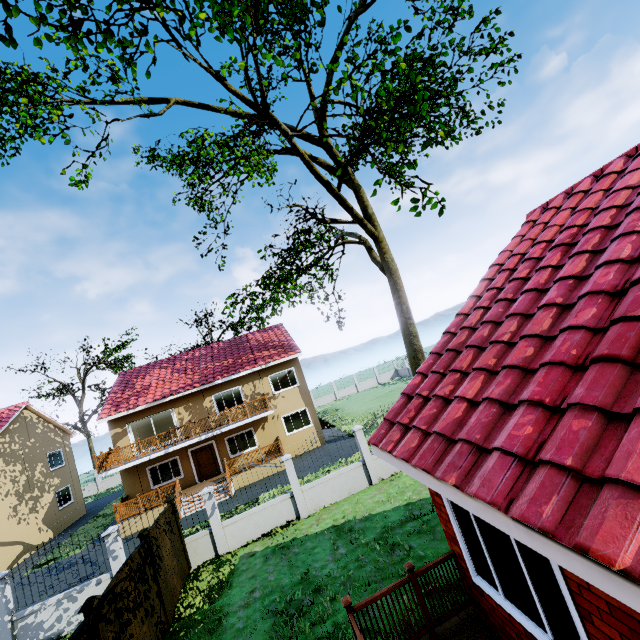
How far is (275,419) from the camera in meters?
22.6 m

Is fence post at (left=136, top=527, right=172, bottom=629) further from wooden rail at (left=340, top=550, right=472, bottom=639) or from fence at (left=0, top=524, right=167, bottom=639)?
wooden rail at (left=340, top=550, right=472, bottom=639)

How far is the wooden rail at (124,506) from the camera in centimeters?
1814cm

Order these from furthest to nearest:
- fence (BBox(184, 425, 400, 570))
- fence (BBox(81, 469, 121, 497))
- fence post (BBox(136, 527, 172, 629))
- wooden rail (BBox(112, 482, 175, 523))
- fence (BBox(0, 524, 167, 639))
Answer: fence (BBox(81, 469, 121, 497)) < wooden rail (BBox(112, 482, 175, 523)) < fence (BBox(184, 425, 400, 570)) < fence post (BBox(136, 527, 172, 629)) < fence (BBox(0, 524, 167, 639))

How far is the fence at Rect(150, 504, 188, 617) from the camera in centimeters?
922cm

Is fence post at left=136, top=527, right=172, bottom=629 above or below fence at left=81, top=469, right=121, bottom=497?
above

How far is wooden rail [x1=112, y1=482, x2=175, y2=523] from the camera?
18.14m

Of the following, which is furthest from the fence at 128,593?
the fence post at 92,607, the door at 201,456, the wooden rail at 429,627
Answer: the door at 201,456
